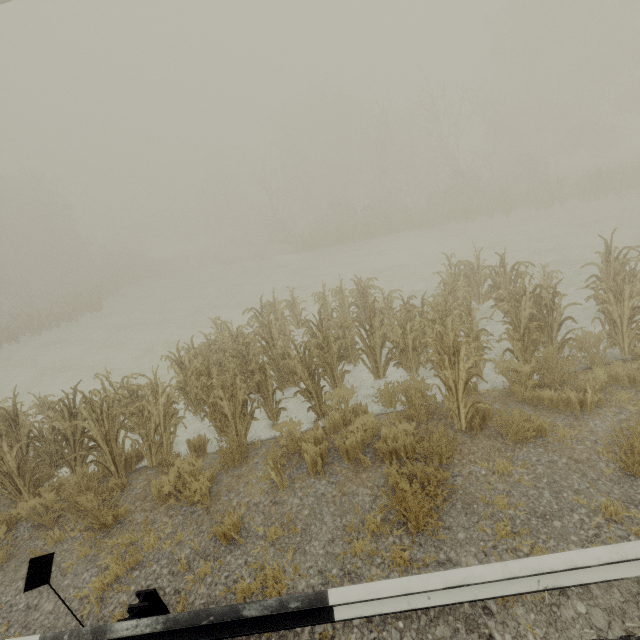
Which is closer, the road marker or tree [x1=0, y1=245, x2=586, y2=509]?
the road marker

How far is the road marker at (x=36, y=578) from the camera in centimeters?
279cm

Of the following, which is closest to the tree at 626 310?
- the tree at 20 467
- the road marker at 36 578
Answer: the tree at 20 467

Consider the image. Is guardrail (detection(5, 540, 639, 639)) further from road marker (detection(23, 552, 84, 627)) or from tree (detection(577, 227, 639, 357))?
tree (detection(577, 227, 639, 357))

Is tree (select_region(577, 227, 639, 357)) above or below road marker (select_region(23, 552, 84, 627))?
below

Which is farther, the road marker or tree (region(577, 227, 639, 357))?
tree (region(577, 227, 639, 357))

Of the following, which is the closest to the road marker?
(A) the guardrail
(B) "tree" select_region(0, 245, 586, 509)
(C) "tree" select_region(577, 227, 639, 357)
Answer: (A) the guardrail

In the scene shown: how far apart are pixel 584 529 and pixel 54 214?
51.7 meters
